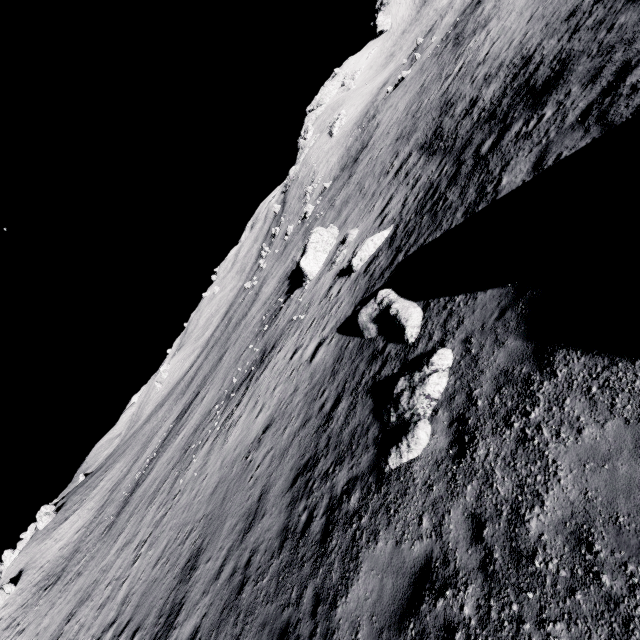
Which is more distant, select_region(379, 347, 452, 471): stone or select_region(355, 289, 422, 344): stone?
select_region(355, 289, 422, 344): stone

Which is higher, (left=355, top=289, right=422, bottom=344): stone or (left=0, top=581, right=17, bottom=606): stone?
(left=0, top=581, right=17, bottom=606): stone

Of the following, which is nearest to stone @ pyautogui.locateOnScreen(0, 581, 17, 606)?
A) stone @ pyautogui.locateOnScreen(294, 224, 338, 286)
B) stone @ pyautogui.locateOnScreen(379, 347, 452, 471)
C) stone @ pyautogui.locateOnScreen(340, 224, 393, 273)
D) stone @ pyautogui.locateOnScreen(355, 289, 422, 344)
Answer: stone @ pyautogui.locateOnScreen(294, 224, 338, 286)

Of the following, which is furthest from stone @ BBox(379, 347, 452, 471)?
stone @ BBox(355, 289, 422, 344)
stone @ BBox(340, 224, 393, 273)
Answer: stone @ BBox(340, 224, 393, 273)

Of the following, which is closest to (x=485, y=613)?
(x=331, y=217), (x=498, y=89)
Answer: (x=498, y=89)

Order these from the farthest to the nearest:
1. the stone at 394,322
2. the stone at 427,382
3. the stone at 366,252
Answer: the stone at 366,252 → the stone at 394,322 → the stone at 427,382

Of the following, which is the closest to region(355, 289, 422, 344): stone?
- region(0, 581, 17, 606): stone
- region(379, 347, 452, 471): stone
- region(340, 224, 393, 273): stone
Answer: A: region(379, 347, 452, 471): stone

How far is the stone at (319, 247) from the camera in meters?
27.0
